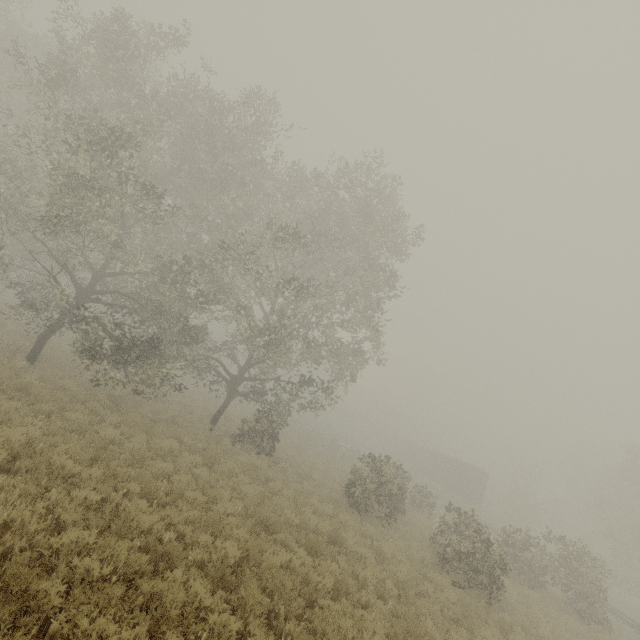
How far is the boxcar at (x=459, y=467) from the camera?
37.0m

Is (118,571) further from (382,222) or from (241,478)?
(382,222)

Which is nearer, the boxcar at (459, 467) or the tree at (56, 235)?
the tree at (56, 235)

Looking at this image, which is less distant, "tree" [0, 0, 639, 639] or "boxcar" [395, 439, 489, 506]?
"tree" [0, 0, 639, 639]

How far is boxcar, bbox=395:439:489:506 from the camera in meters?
37.0
